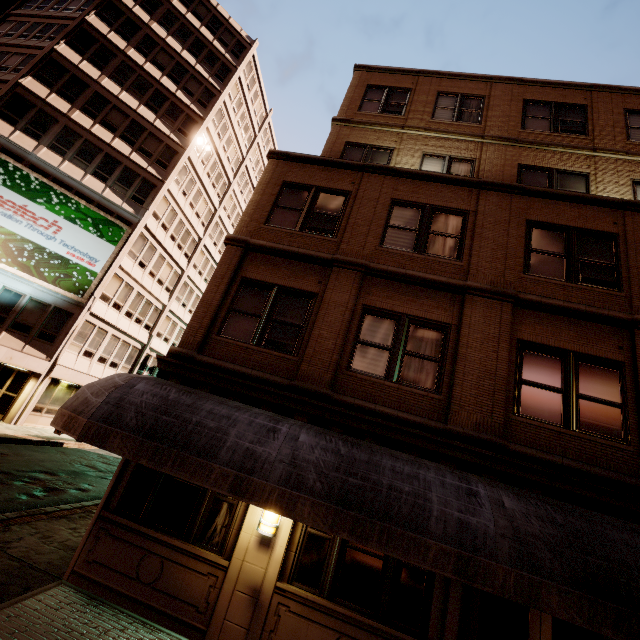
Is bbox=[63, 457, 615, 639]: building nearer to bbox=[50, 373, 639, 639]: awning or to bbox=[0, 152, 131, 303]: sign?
bbox=[50, 373, 639, 639]: awning

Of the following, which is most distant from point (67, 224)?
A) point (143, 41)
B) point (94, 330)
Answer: point (143, 41)

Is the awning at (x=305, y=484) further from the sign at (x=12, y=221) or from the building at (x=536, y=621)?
the sign at (x=12, y=221)

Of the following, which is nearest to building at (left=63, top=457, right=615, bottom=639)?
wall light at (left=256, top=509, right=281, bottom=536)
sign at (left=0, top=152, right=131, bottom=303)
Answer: wall light at (left=256, top=509, right=281, bottom=536)

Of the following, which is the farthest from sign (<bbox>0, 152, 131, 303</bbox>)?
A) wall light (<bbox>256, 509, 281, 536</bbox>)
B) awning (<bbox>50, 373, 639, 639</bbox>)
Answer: wall light (<bbox>256, 509, 281, 536</bbox>)

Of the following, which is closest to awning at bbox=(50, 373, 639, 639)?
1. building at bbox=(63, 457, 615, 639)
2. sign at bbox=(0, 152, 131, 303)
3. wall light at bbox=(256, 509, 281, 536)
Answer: building at bbox=(63, 457, 615, 639)

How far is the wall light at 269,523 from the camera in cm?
605
